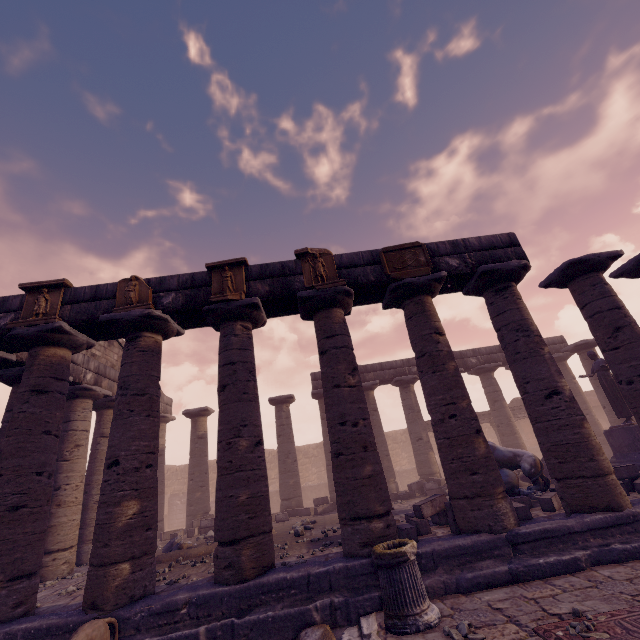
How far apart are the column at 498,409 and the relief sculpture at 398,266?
12.0m

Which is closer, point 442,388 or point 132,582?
point 132,582

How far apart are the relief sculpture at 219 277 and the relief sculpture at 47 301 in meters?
3.3

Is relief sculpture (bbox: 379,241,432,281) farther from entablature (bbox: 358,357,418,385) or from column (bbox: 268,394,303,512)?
column (bbox: 268,394,303,512)

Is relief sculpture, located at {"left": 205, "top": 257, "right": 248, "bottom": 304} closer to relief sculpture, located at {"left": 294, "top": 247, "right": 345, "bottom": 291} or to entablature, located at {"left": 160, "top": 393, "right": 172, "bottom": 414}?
entablature, located at {"left": 160, "top": 393, "right": 172, "bottom": 414}

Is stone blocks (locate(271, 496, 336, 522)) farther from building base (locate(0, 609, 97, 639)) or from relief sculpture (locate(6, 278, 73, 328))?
relief sculpture (locate(6, 278, 73, 328))

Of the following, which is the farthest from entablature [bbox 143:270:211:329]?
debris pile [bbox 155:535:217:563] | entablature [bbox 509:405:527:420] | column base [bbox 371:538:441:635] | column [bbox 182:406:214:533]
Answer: debris pile [bbox 155:535:217:563]

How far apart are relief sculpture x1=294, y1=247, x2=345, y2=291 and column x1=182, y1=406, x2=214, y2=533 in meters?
11.5 m
